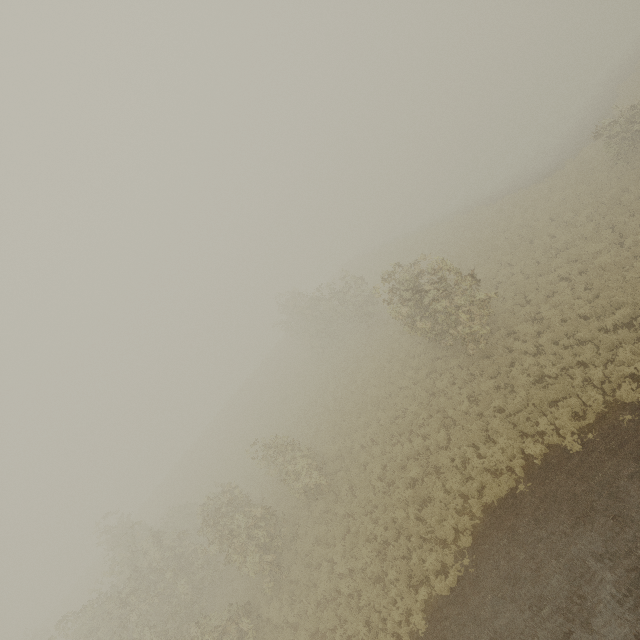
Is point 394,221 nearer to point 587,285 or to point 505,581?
point 587,285
